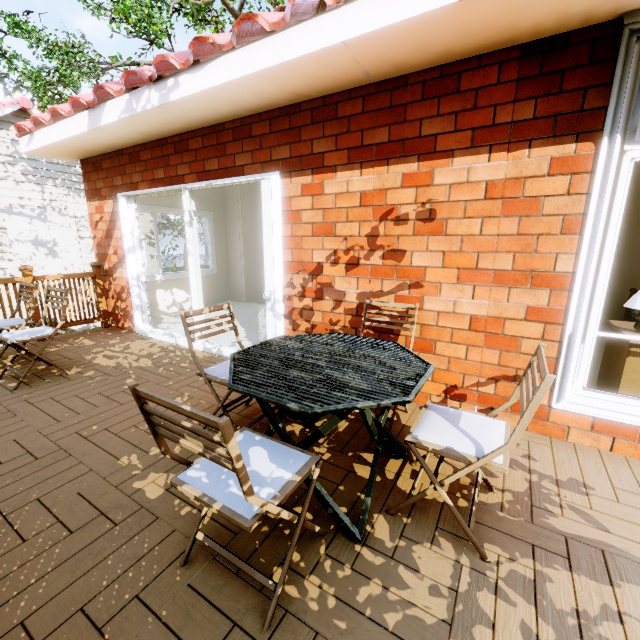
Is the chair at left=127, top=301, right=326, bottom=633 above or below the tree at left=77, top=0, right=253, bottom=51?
below

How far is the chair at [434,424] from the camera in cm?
135

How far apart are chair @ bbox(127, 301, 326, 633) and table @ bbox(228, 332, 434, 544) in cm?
10

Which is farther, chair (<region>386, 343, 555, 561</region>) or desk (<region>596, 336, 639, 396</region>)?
desk (<region>596, 336, 639, 396</region>)

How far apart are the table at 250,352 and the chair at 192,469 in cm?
10

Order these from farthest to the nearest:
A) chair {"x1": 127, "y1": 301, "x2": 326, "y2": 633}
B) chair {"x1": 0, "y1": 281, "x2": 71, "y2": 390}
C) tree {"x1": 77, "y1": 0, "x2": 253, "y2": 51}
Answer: tree {"x1": 77, "y1": 0, "x2": 253, "y2": 51}
chair {"x1": 0, "y1": 281, "x2": 71, "y2": 390}
chair {"x1": 127, "y1": 301, "x2": 326, "y2": 633}

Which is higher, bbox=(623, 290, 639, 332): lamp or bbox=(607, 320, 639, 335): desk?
bbox=(623, 290, 639, 332): lamp

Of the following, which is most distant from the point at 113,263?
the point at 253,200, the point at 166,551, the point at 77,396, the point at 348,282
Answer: the point at 166,551
